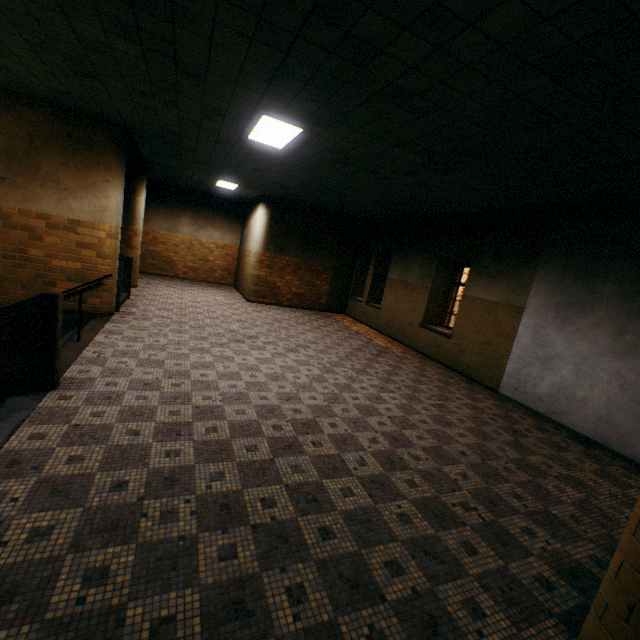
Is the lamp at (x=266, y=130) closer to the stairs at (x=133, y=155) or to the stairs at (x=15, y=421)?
the stairs at (x=133, y=155)

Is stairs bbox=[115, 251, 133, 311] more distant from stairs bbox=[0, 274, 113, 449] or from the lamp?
the lamp

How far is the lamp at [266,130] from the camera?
4.7 meters

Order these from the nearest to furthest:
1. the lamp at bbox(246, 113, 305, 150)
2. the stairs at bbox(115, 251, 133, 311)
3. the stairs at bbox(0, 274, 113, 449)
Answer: the stairs at bbox(0, 274, 113, 449)
the lamp at bbox(246, 113, 305, 150)
the stairs at bbox(115, 251, 133, 311)

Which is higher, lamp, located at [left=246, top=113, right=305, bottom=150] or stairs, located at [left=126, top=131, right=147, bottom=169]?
lamp, located at [left=246, top=113, right=305, bottom=150]

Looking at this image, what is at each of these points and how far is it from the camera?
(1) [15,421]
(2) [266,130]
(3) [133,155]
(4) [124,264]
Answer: (1) stairs, 3.2 meters
(2) lamp, 5.1 meters
(3) stairs, 8.6 meters
(4) stairs, 8.9 meters

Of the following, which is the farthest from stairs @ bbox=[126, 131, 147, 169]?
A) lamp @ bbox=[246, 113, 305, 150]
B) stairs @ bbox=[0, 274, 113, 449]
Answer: lamp @ bbox=[246, 113, 305, 150]
